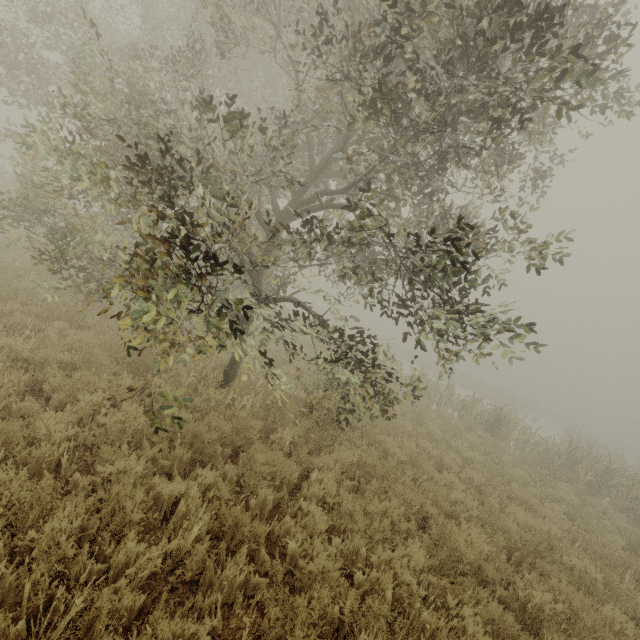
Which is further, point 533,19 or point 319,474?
point 319,474
